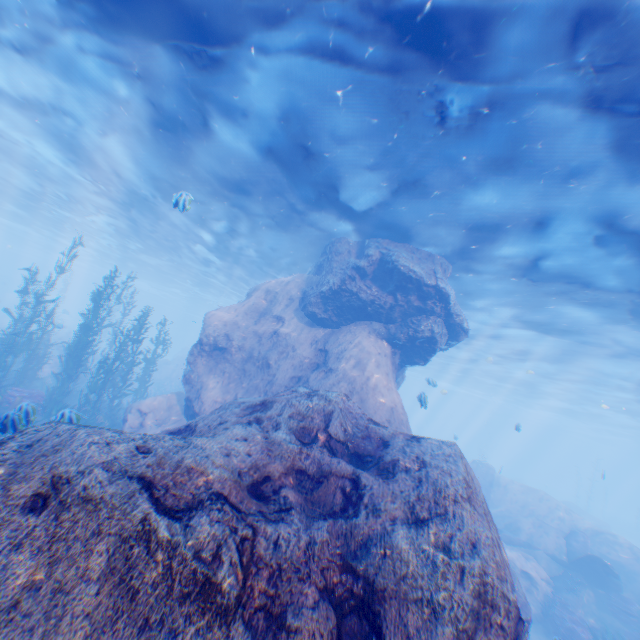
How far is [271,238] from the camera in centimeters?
1869cm

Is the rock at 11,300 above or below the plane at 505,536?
above

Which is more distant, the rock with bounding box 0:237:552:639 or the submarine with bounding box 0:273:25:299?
the submarine with bounding box 0:273:25:299

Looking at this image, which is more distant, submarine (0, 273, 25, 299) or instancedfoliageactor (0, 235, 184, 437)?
submarine (0, 273, 25, 299)

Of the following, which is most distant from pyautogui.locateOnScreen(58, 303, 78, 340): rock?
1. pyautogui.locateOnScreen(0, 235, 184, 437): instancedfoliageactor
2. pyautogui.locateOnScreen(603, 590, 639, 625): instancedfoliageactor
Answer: pyautogui.locateOnScreen(603, 590, 639, 625): instancedfoliageactor

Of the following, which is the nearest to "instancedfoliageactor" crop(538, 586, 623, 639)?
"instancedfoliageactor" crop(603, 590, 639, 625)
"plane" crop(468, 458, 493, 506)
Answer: "plane" crop(468, 458, 493, 506)

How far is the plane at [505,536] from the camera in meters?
17.2 m

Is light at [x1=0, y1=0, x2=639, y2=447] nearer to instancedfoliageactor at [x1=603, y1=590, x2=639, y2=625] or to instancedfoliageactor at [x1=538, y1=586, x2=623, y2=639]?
instancedfoliageactor at [x1=538, y1=586, x2=623, y2=639]
